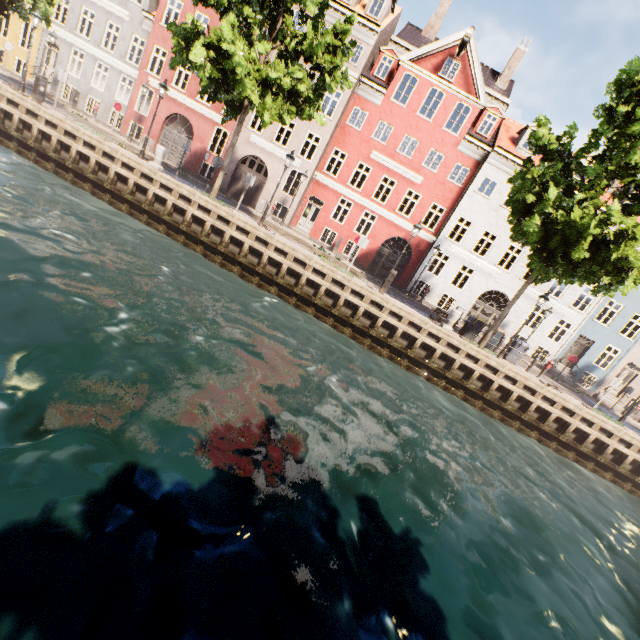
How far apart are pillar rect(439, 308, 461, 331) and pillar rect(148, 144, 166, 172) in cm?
1548

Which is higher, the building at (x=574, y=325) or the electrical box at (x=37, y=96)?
the building at (x=574, y=325)

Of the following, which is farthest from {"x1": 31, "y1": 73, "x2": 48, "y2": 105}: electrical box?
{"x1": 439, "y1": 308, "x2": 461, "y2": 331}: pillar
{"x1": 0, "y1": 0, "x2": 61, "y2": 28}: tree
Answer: {"x1": 439, "y1": 308, "x2": 461, "y2": 331}: pillar

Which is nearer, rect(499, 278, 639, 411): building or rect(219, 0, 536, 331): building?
rect(219, 0, 536, 331): building

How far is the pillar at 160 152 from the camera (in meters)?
15.03

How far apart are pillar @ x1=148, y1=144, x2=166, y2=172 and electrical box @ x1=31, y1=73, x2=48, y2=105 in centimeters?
569cm

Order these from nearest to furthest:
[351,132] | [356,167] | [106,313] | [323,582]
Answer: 1. [323,582]
2. [106,313]
3. [351,132]
4. [356,167]

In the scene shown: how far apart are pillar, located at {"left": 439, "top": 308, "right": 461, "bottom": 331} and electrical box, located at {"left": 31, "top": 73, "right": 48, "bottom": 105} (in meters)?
21.69
